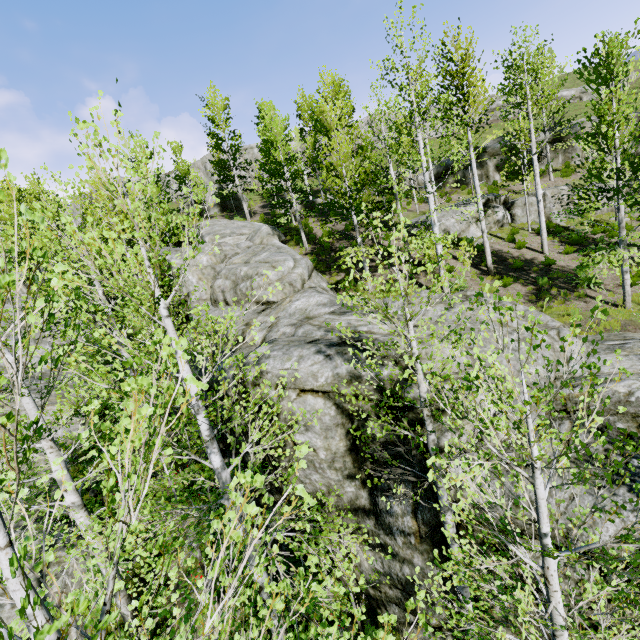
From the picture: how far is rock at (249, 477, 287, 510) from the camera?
9.0m

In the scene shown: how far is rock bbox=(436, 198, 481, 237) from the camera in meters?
18.7 m

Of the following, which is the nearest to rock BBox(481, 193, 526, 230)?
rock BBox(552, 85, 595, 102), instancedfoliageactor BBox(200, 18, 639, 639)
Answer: instancedfoliageactor BBox(200, 18, 639, 639)

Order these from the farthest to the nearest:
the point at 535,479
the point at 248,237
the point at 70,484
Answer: the point at 248,237 < the point at 535,479 < the point at 70,484

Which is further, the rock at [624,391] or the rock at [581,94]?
the rock at [581,94]

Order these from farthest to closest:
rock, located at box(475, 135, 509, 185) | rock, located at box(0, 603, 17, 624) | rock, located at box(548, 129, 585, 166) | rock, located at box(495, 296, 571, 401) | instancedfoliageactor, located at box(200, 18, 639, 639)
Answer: rock, located at box(475, 135, 509, 185)
rock, located at box(548, 129, 585, 166)
rock, located at box(0, 603, 17, 624)
rock, located at box(495, 296, 571, 401)
instancedfoliageactor, located at box(200, 18, 639, 639)

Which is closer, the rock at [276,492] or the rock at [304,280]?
the rock at [304,280]

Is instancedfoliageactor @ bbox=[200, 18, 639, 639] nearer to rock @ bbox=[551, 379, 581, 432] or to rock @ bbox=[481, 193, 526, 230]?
rock @ bbox=[551, 379, 581, 432]
